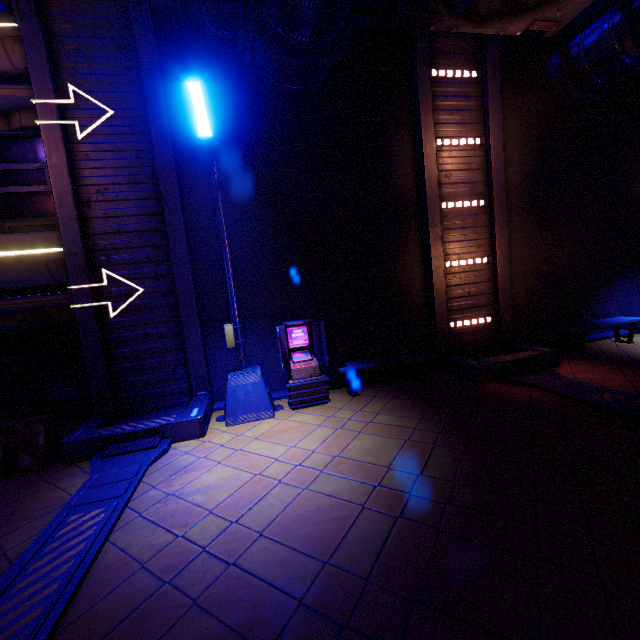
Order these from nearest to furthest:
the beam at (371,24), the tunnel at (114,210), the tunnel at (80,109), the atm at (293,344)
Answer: the tunnel at (114,210) → the tunnel at (80,109) → the atm at (293,344) → the beam at (371,24)

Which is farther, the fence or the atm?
the atm

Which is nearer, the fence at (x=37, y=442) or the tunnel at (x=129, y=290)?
the fence at (x=37, y=442)

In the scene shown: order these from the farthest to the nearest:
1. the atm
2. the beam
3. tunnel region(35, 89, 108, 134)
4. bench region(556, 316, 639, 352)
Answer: bench region(556, 316, 639, 352)
the beam
the atm
tunnel region(35, 89, 108, 134)

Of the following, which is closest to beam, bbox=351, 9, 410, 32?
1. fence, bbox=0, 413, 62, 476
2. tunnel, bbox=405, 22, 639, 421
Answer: tunnel, bbox=405, 22, 639, 421

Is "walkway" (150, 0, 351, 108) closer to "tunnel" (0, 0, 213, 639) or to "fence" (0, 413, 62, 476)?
"tunnel" (0, 0, 213, 639)

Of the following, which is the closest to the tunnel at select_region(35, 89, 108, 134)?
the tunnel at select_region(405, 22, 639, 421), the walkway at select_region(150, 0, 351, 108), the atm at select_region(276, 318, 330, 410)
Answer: the walkway at select_region(150, 0, 351, 108)

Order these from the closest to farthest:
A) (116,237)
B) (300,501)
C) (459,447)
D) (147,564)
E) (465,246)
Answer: (147,564) < (300,501) < (459,447) < (116,237) < (465,246)
